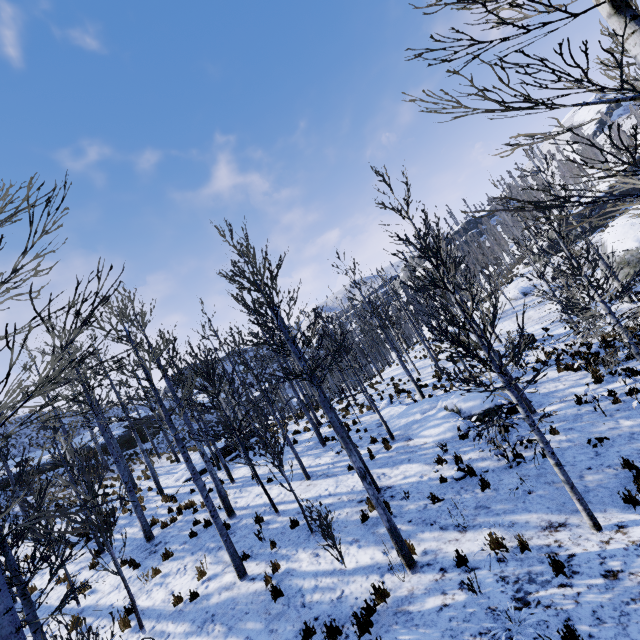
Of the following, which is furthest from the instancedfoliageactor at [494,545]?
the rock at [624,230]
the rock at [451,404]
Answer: the rock at [451,404]

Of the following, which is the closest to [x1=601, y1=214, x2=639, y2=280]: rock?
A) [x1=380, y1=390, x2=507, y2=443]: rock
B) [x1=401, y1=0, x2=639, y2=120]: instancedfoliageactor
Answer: [x1=401, y1=0, x2=639, y2=120]: instancedfoliageactor

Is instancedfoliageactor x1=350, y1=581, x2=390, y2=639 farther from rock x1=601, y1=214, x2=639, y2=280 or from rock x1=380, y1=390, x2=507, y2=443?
rock x1=380, y1=390, x2=507, y2=443

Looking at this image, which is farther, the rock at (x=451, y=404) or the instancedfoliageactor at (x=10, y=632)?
the rock at (x=451, y=404)

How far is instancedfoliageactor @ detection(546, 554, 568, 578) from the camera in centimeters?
513cm

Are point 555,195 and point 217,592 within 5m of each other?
no

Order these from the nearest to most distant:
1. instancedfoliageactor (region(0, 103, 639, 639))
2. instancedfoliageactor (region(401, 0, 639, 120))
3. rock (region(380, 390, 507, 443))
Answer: instancedfoliageactor (region(401, 0, 639, 120)) < instancedfoliageactor (region(0, 103, 639, 639)) < rock (region(380, 390, 507, 443))
